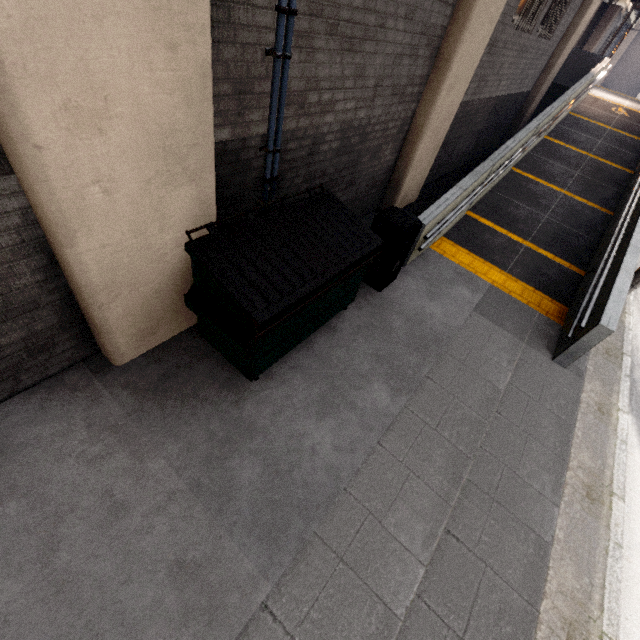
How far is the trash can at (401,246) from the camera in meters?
4.6 m

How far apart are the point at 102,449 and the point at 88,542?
0.7 meters

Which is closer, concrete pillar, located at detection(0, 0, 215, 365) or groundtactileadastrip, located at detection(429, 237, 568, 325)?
concrete pillar, located at detection(0, 0, 215, 365)

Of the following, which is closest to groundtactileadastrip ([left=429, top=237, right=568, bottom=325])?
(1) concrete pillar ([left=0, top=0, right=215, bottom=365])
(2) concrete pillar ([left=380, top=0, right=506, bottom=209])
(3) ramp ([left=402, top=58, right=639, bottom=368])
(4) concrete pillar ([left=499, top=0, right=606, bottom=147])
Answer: (3) ramp ([left=402, top=58, right=639, bottom=368])

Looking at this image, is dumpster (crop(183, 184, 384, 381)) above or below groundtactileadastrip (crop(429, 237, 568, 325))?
above

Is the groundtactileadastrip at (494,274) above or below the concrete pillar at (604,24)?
below

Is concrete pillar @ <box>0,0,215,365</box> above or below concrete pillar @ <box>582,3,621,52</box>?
below

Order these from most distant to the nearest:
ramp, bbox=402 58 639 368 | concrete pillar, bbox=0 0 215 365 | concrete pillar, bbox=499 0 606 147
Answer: concrete pillar, bbox=499 0 606 147, ramp, bbox=402 58 639 368, concrete pillar, bbox=0 0 215 365
